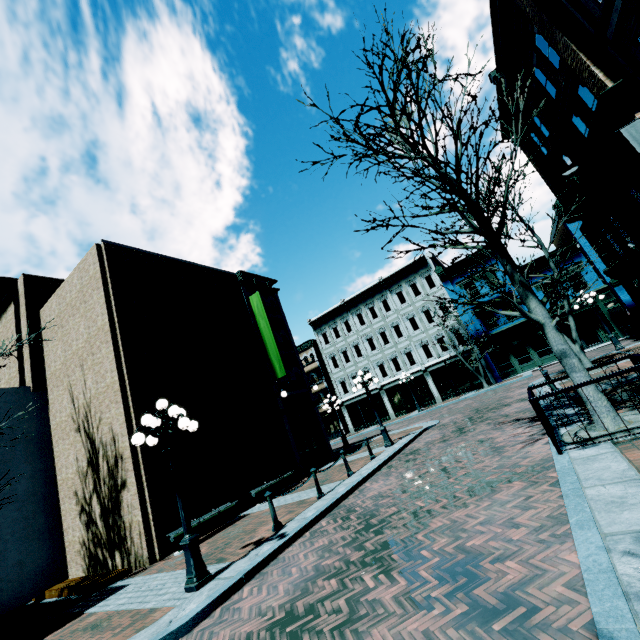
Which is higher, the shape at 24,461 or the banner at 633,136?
the banner at 633,136

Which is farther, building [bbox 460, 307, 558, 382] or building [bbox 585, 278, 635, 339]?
building [bbox 460, 307, 558, 382]

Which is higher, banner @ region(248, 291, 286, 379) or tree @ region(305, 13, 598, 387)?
banner @ region(248, 291, 286, 379)

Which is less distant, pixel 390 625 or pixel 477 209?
pixel 390 625

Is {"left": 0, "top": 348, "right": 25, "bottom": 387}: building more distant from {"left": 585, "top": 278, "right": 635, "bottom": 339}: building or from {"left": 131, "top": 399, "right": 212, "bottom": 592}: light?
{"left": 585, "top": 278, "right": 635, "bottom": 339}: building

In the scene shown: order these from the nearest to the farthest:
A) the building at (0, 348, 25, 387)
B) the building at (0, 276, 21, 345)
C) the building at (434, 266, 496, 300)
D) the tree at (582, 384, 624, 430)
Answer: the tree at (582, 384, 624, 430), the building at (0, 348, 25, 387), the building at (0, 276, 21, 345), the building at (434, 266, 496, 300)

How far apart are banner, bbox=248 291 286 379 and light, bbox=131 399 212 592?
9.23m

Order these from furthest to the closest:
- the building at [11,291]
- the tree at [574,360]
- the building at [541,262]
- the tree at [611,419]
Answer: the building at [541,262] < the building at [11,291] < the tree at [574,360] < the tree at [611,419]
